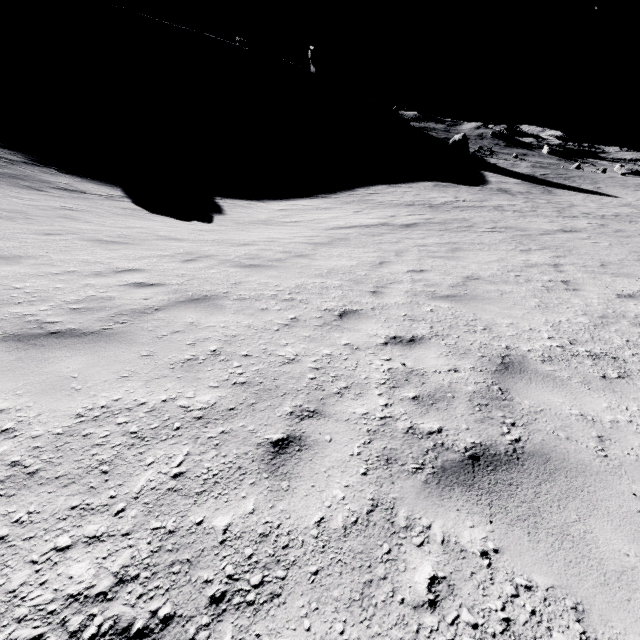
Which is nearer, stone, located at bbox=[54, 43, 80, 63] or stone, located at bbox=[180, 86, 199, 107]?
stone, located at bbox=[54, 43, 80, 63]

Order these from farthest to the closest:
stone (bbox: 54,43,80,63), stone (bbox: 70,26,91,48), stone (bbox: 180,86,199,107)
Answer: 1. stone (bbox: 70,26,91,48)
2. stone (bbox: 180,86,199,107)
3. stone (bbox: 54,43,80,63)

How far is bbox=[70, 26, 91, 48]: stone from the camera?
58.6m

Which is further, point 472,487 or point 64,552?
point 472,487

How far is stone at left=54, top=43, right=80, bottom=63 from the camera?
52.3 meters

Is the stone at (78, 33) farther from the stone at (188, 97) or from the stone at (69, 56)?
the stone at (188, 97)

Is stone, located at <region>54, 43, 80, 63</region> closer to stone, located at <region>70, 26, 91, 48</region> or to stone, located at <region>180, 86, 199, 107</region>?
stone, located at <region>70, 26, 91, 48</region>
